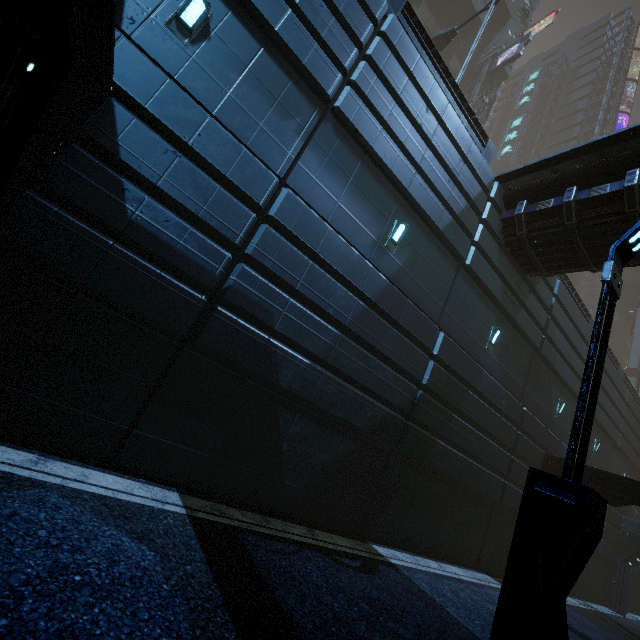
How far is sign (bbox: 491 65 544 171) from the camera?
50.2 meters

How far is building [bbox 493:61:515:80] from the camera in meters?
33.5 m

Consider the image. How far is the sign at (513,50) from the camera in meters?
29.7 m

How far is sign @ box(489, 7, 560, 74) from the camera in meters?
29.7

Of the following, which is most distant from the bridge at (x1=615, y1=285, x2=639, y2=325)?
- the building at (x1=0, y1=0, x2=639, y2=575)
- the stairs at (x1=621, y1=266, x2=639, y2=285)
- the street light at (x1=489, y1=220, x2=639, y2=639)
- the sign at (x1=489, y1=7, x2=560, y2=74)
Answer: the street light at (x1=489, y1=220, x2=639, y2=639)

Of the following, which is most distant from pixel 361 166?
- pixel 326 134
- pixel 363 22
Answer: pixel 363 22

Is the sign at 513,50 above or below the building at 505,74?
below
